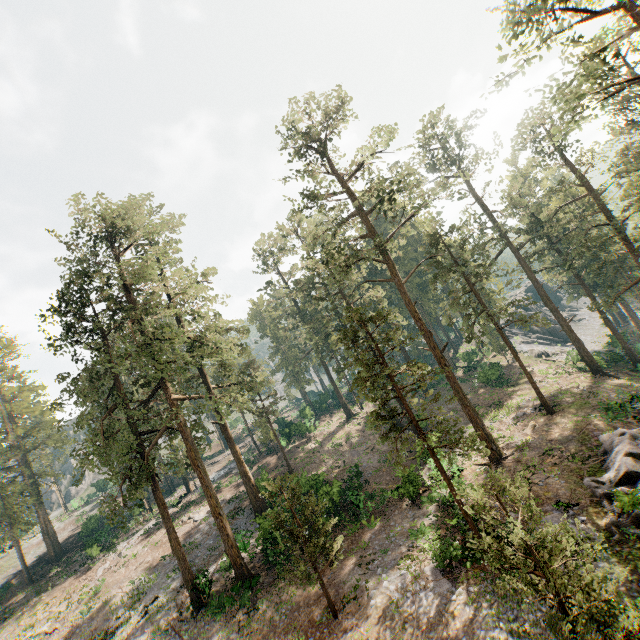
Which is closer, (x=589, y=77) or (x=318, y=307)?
(x=589, y=77)

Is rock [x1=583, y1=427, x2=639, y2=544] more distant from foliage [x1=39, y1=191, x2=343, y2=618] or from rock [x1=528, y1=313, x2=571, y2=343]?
rock [x1=528, y1=313, x2=571, y2=343]

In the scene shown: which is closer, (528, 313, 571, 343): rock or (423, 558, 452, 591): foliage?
(423, 558, 452, 591): foliage

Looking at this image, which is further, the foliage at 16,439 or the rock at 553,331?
the rock at 553,331

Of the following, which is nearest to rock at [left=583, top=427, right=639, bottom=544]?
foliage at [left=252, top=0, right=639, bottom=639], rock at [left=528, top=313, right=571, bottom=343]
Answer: foliage at [left=252, top=0, right=639, bottom=639]

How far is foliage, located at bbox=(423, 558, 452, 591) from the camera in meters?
15.2 m

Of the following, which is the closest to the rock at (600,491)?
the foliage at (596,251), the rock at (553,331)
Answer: the foliage at (596,251)

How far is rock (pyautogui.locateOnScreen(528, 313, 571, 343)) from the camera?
54.91m
